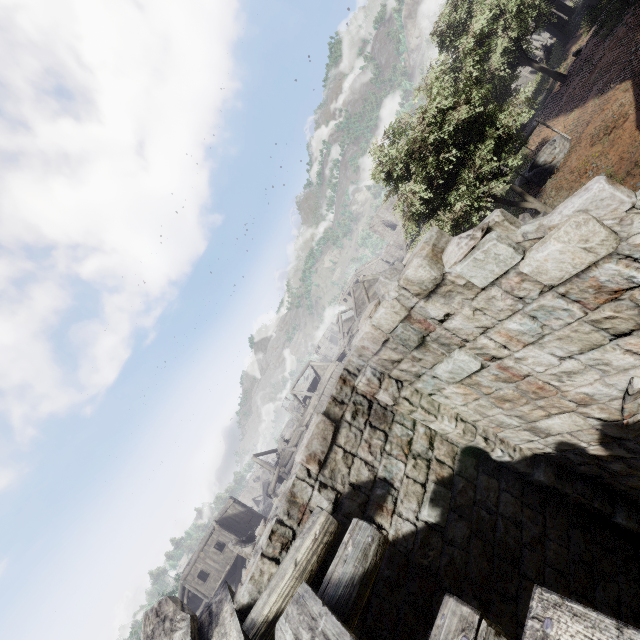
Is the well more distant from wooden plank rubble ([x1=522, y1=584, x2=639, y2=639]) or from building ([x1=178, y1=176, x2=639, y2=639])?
wooden plank rubble ([x1=522, y1=584, x2=639, y2=639])

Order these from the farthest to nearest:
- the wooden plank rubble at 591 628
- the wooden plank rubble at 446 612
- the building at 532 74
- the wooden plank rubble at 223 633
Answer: the building at 532 74, the wooden plank rubble at 223 633, the wooden plank rubble at 446 612, the wooden plank rubble at 591 628

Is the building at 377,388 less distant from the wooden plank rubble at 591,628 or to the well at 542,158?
the wooden plank rubble at 591,628

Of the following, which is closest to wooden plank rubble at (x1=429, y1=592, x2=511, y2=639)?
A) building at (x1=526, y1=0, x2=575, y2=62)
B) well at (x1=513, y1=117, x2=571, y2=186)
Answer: building at (x1=526, y1=0, x2=575, y2=62)

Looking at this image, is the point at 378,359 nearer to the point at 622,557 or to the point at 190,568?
the point at 622,557

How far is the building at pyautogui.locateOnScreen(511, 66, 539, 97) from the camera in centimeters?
3598cm
